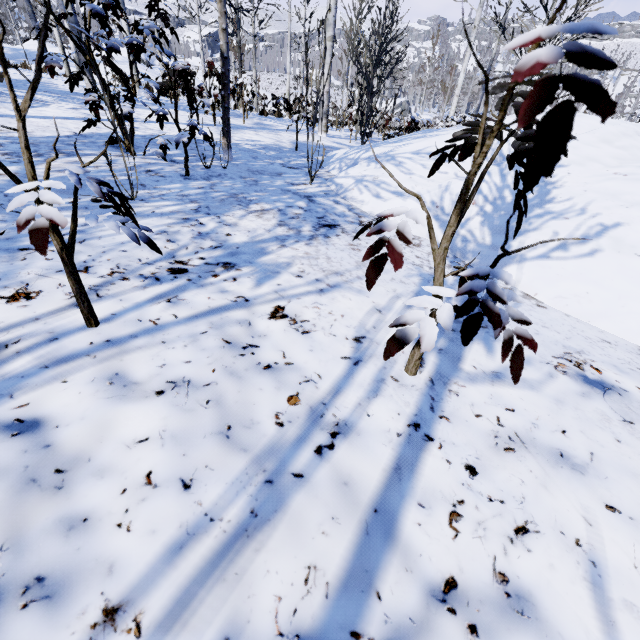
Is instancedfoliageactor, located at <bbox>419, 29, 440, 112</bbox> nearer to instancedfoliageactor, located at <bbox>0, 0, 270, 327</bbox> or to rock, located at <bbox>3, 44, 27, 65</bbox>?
instancedfoliageactor, located at <bbox>0, 0, 270, 327</bbox>

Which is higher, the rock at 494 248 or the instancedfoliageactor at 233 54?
the instancedfoliageactor at 233 54

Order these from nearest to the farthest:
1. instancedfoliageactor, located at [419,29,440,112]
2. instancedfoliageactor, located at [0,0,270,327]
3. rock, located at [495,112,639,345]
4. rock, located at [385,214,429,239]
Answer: instancedfoliageactor, located at [0,0,270,327] → rock, located at [495,112,639,345] → rock, located at [385,214,429,239] → instancedfoliageactor, located at [419,29,440,112]

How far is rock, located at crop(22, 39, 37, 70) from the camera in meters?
19.6 m

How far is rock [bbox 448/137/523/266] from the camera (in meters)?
2.43

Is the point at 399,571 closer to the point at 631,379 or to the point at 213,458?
the point at 213,458

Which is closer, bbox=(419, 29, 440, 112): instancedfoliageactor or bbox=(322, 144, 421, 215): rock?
bbox=(322, 144, 421, 215): rock

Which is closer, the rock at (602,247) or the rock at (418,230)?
the rock at (602,247)
